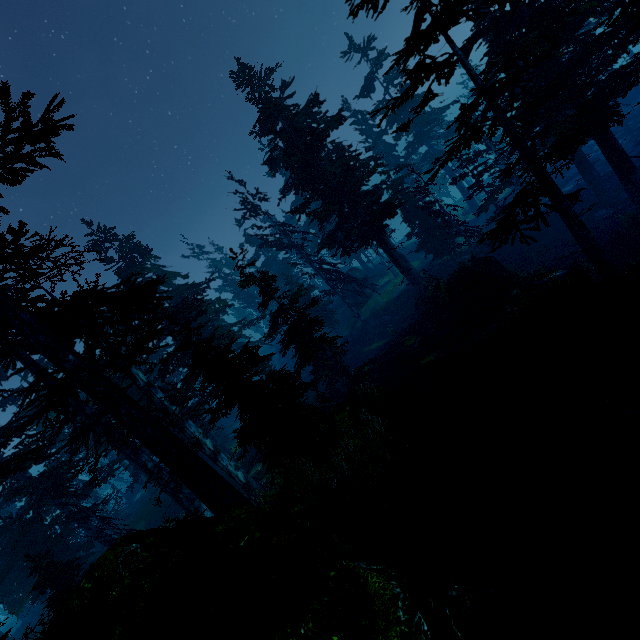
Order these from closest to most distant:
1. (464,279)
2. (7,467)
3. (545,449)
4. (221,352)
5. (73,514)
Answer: (545,449), (221,352), (7,467), (464,279), (73,514)

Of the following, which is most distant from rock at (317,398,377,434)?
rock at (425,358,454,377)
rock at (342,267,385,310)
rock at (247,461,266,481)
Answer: rock at (247,461,266,481)

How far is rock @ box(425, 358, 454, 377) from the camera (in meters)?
13.93

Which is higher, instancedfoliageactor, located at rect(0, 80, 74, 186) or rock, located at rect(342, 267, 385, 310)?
instancedfoliageactor, located at rect(0, 80, 74, 186)

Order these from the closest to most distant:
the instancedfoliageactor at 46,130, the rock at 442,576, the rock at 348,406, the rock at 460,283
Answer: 1. the rock at 442,576
2. the instancedfoliageactor at 46,130
3. the rock at 348,406
4. the rock at 460,283

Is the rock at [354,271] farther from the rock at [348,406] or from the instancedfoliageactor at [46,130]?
the rock at [348,406]

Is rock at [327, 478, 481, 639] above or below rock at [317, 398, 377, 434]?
above

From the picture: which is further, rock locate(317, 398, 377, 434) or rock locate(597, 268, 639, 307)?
rock locate(317, 398, 377, 434)
